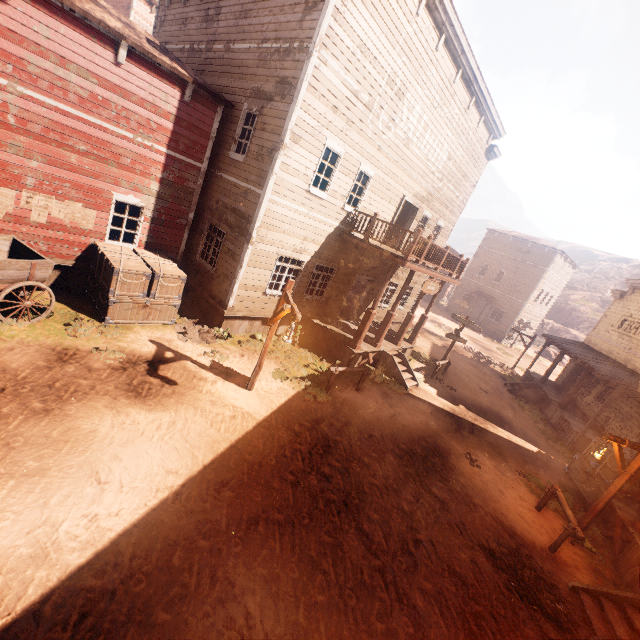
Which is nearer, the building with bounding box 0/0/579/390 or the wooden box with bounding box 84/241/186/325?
the building with bounding box 0/0/579/390

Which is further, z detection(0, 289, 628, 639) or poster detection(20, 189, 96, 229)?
poster detection(20, 189, 96, 229)

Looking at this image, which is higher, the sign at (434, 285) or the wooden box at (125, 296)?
the sign at (434, 285)

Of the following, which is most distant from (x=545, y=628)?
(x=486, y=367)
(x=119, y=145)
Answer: (x=486, y=367)

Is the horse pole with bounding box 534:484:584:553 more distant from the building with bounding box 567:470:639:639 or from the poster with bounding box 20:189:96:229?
the poster with bounding box 20:189:96:229

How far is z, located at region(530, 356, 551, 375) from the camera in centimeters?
2967cm

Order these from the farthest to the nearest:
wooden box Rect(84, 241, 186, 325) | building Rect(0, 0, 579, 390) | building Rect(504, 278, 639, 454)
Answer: building Rect(504, 278, 639, 454) → wooden box Rect(84, 241, 186, 325) → building Rect(0, 0, 579, 390)

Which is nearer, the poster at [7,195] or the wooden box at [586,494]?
the poster at [7,195]
